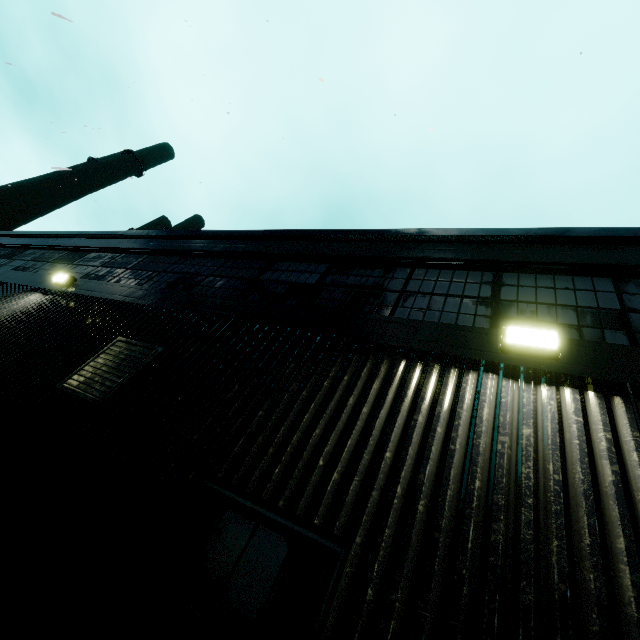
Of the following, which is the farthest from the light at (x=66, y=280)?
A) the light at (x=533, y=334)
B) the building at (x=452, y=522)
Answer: the light at (x=533, y=334)

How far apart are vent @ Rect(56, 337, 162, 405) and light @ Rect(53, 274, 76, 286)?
3.5m

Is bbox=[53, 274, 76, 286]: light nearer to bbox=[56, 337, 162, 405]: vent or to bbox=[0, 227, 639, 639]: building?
bbox=[0, 227, 639, 639]: building

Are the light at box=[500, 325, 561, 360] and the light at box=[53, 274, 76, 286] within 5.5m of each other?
no

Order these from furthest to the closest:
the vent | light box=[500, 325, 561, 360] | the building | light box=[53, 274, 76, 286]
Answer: light box=[53, 274, 76, 286], the vent, light box=[500, 325, 561, 360], the building

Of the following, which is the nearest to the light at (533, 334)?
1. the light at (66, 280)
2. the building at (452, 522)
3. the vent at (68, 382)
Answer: the building at (452, 522)

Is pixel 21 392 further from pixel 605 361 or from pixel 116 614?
pixel 605 361
